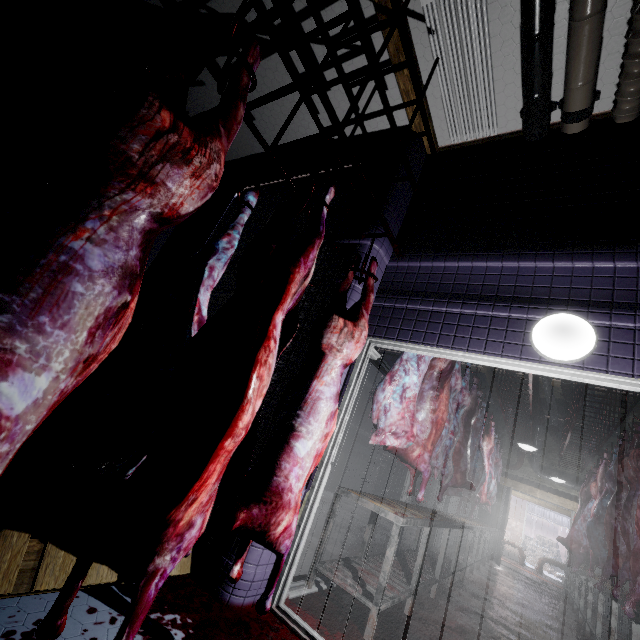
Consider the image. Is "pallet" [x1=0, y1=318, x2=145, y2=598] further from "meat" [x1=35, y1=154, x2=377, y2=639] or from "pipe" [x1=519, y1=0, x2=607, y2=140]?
"pipe" [x1=519, y1=0, x2=607, y2=140]

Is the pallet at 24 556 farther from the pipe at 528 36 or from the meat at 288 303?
the pipe at 528 36

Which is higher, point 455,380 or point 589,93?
point 589,93

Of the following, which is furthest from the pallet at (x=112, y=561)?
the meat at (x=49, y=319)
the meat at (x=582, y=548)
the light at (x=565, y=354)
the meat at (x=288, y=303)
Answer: the meat at (x=582, y=548)

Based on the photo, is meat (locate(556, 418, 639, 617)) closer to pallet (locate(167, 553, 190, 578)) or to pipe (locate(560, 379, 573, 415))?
pipe (locate(560, 379, 573, 415))

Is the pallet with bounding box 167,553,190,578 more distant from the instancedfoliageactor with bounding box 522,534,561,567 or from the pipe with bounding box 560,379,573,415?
the instancedfoliageactor with bounding box 522,534,561,567

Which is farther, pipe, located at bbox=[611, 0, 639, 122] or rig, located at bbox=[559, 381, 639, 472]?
rig, located at bbox=[559, 381, 639, 472]

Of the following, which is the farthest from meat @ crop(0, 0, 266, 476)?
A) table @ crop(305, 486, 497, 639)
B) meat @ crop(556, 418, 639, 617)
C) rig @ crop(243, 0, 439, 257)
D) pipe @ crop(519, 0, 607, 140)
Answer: meat @ crop(556, 418, 639, 617)
